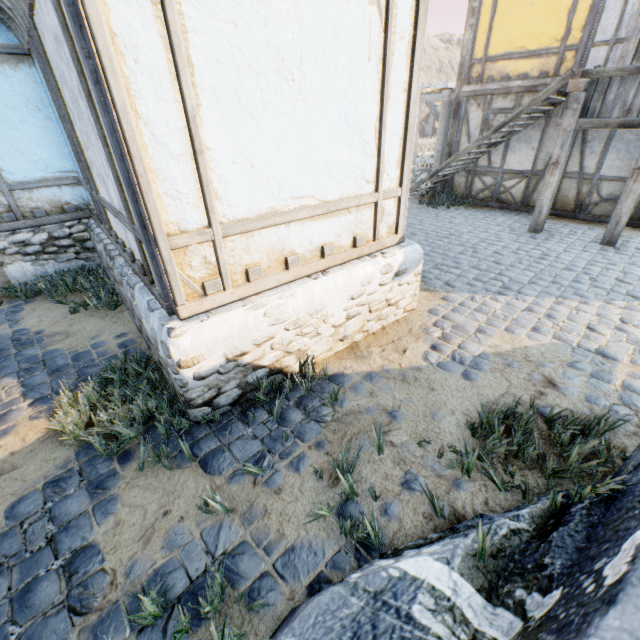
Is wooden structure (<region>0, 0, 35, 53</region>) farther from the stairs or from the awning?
the awning

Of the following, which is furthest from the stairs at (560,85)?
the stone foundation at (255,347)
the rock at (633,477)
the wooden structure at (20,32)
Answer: the wooden structure at (20,32)

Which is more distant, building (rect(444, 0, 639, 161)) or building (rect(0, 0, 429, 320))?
building (rect(444, 0, 639, 161))

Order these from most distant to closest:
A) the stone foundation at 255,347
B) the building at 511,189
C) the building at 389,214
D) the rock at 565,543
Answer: the building at 511,189 < the stone foundation at 255,347 < the building at 389,214 < the rock at 565,543

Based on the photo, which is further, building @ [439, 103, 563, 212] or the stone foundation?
building @ [439, 103, 563, 212]

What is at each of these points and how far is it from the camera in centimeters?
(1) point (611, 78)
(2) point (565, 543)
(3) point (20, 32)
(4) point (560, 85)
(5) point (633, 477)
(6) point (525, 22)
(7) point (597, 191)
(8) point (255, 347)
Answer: (1) wooden structure, 579cm
(2) rock, 189cm
(3) wooden structure, 418cm
(4) stairs, 625cm
(5) rock, 212cm
(6) building, 763cm
(7) building, 784cm
(8) stone foundation, 312cm

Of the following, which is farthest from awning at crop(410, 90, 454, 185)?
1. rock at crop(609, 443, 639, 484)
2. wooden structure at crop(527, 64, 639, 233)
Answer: rock at crop(609, 443, 639, 484)

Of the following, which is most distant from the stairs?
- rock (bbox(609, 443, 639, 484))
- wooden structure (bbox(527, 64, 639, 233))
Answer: rock (bbox(609, 443, 639, 484))
